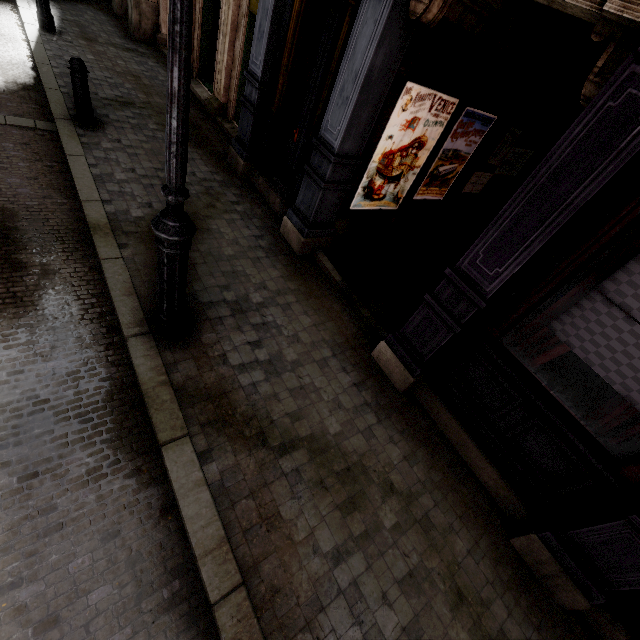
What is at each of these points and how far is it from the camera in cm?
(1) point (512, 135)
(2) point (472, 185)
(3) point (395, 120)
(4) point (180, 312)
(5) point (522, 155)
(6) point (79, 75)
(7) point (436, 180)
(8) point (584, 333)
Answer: (1) poster, 639
(2) poster, 705
(3) poster, 456
(4) street light, 338
(5) poster, 721
(6) post, 527
(7) poster, 620
(8) sign, 283

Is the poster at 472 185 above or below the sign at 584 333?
below

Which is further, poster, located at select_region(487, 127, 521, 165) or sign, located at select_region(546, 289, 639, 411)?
poster, located at select_region(487, 127, 521, 165)

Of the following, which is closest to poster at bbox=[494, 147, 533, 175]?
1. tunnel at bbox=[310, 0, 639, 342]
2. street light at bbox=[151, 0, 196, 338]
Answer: tunnel at bbox=[310, 0, 639, 342]

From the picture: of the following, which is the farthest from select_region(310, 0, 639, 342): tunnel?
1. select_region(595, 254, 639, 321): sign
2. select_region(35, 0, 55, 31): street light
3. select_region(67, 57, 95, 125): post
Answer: select_region(35, 0, 55, 31): street light

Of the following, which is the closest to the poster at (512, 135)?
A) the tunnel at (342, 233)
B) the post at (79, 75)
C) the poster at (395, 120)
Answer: the tunnel at (342, 233)

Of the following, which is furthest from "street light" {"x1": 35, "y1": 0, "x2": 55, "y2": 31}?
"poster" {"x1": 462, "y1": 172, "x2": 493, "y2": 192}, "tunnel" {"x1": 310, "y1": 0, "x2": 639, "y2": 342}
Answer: "poster" {"x1": 462, "y1": 172, "x2": 493, "y2": 192}

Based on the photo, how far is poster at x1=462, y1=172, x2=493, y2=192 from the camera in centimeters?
685cm
